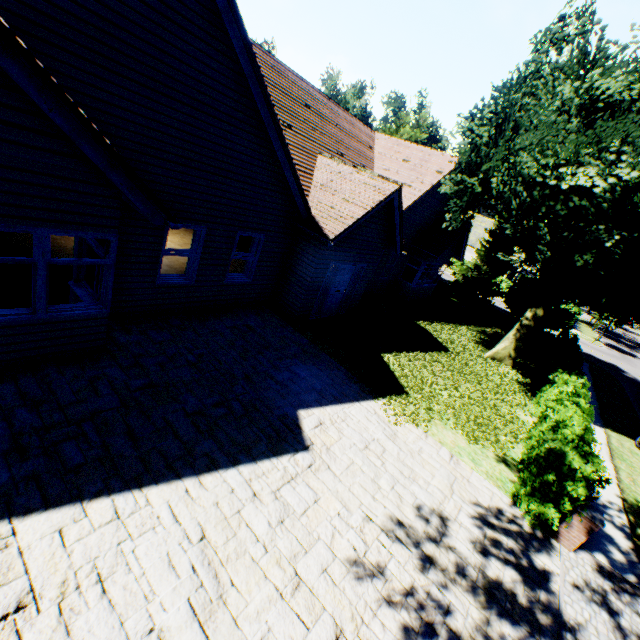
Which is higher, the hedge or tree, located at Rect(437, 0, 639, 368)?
tree, located at Rect(437, 0, 639, 368)

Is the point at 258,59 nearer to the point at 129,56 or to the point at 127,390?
the point at 129,56

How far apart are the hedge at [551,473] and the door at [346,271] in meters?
7.7 m

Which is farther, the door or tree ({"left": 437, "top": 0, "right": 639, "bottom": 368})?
the door

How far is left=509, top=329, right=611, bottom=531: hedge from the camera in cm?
629

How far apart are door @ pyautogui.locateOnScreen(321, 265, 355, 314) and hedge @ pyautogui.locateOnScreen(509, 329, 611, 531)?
7.7 meters

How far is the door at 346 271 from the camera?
12.03m

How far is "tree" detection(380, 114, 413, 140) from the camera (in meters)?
24.36
